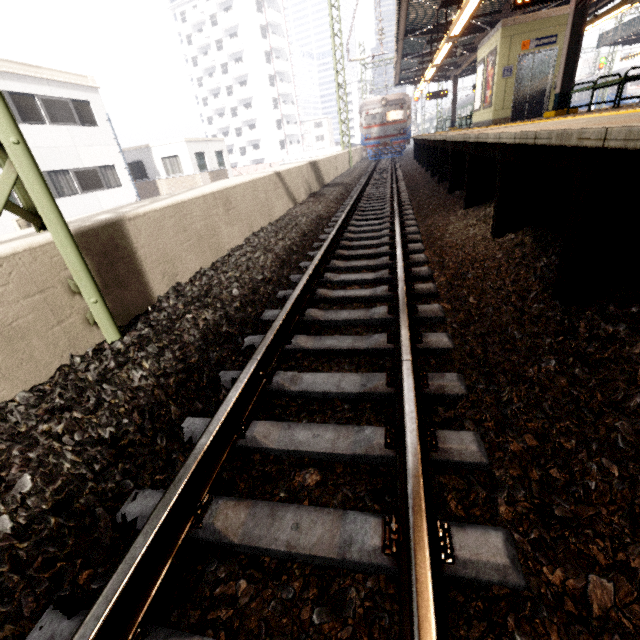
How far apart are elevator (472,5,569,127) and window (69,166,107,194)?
18.7 meters

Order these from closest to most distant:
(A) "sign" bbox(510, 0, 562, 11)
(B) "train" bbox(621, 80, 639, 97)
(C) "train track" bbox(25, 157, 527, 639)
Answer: (C) "train track" bbox(25, 157, 527, 639)
(A) "sign" bbox(510, 0, 562, 11)
(B) "train" bbox(621, 80, 639, 97)

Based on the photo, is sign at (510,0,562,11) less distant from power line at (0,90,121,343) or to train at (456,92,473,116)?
power line at (0,90,121,343)

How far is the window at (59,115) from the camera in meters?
14.4 m

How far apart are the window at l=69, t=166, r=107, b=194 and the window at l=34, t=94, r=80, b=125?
1.7 meters

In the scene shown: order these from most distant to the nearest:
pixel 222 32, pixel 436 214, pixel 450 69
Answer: pixel 222 32, pixel 450 69, pixel 436 214

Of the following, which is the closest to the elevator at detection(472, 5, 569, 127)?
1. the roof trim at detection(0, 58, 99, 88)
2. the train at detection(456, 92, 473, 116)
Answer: the train at detection(456, 92, 473, 116)

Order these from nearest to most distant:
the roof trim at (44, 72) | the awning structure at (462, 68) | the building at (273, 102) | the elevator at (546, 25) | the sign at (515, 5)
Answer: the sign at (515, 5) < the awning structure at (462, 68) < the elevator at (546, 25) < the roof trim at (44, 72) < the building at (273, 102)
